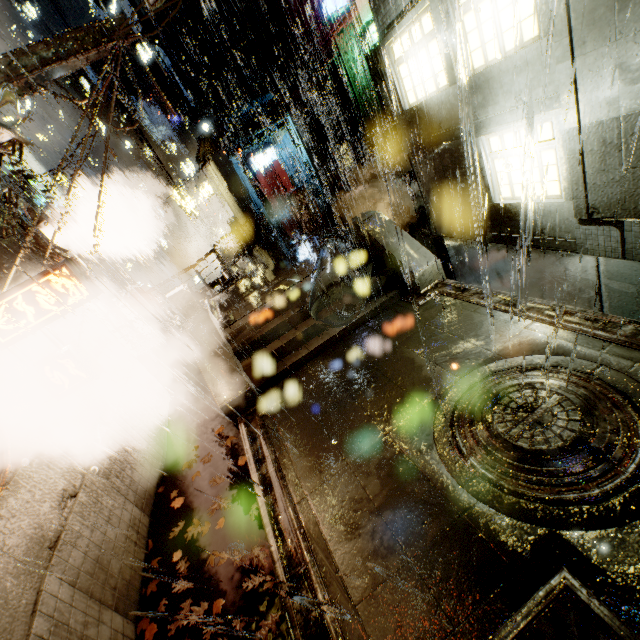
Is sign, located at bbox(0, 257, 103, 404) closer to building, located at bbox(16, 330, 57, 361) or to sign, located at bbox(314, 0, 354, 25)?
building, located at bbox(16, 330, 57, 361)

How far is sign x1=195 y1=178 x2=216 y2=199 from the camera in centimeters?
2695cm

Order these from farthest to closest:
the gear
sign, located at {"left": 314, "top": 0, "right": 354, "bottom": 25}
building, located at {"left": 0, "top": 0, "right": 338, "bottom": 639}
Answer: sign, located at {"left": 314, "top": 0, "right": 354, "bottom": 25} → the gear → building, located at {"left": 0, "top": 0, "right": 338, "bottom": 639}

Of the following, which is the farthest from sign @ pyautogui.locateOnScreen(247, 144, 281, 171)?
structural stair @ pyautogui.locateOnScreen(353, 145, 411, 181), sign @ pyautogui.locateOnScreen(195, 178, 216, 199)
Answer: structural stair @ pyautogui.locateOnScreen(353, 145, 411, 181)

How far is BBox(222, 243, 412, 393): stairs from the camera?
9.1m

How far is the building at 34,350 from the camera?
7.0m

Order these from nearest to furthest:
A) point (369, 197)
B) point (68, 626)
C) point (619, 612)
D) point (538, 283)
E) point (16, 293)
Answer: point (619, 612) < point (68, 626) < point (16, 293) < point (538, 283) < point (369, 197)

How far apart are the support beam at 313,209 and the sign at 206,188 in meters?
14.3
